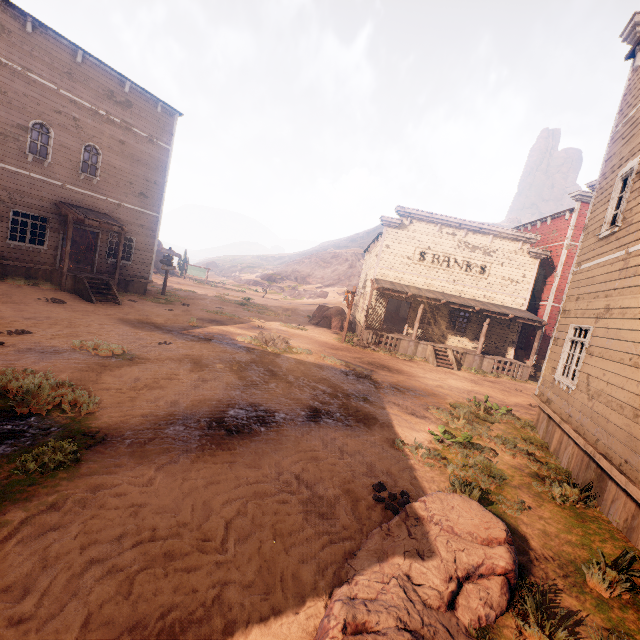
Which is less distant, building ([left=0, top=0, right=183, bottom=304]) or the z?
the z

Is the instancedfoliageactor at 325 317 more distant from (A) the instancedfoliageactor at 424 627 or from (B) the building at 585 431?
(A) the instancedfoliageactor at 424 627

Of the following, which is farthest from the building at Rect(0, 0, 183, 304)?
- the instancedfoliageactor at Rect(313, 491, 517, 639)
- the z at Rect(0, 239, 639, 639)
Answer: the instancedfoliageactor at Rect(313, 491, 517, 639)

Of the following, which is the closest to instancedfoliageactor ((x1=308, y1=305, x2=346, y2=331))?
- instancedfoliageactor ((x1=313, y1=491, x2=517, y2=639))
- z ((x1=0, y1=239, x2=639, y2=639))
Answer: z ((x1=0, y1=239, x2=639, y2=639))

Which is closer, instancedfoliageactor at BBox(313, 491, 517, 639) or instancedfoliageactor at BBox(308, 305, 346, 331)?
instancedfoliageactor at BBox(313, 491, 517, 639)

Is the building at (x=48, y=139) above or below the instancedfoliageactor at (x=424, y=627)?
above

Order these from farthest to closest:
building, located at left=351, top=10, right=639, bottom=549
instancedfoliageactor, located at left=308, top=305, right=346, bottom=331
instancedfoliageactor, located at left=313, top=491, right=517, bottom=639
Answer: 1. instancedfoliageactor, located at left=308, top=305, right=346, bottom=331
2. building, located at left=351, top=10, right=639, bottom=549
3. instancedfoliageactor, located at left=313, top=491, right=517, bottom=639

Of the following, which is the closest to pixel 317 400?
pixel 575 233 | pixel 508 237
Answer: pixel 508 237
